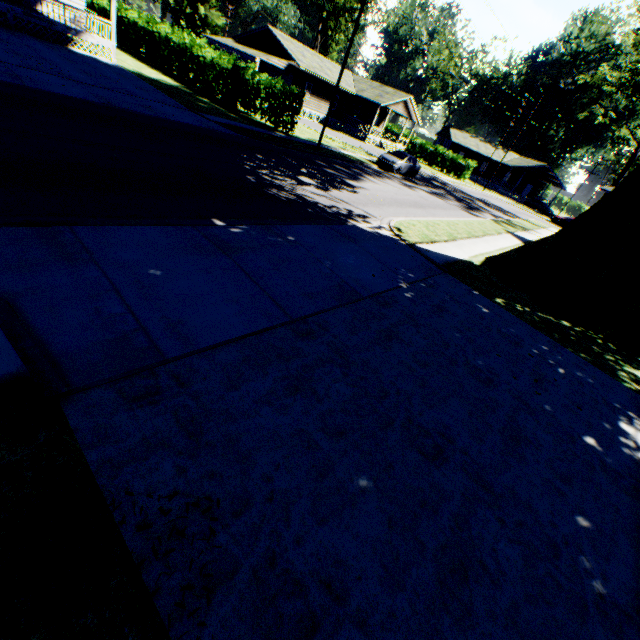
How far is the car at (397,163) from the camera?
25.27m

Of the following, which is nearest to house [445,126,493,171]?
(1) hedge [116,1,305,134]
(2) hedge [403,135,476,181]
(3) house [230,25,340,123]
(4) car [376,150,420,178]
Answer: (2) hedge [403,135,476,181]

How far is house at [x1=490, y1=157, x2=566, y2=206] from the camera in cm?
5461

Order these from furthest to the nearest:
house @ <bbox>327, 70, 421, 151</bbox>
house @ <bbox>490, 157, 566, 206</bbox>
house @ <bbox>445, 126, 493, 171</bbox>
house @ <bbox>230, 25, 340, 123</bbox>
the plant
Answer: house @ <bbox>445, 126, 493, 171</bbox>
house @ <bbox>490, 157, 566, 206</bbox>
house @ <bbox>327, 70, 421, 151</bbox>
house @ <bbox>230, 25, 340, 123</bbox>
the plant

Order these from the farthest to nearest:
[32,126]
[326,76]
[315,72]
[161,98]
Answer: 1. [326,76]
2. [315,72]
3. [161,98]
4. [32,126]

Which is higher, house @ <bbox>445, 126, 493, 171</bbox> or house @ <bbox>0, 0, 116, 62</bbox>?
house @ <bbox>445, 126, 493, 171</bbox>

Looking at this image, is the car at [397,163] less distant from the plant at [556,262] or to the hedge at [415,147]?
the plant at [556,262]
